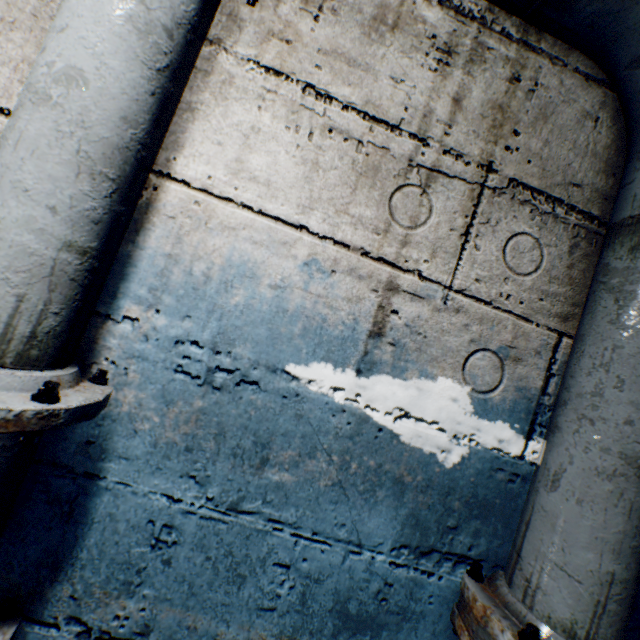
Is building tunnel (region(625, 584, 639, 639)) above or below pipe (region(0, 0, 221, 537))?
below

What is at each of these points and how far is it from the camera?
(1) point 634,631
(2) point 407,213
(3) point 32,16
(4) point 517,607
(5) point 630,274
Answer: (1) building tunnel, 0.8 meters
(2) building tunnel, 0.8 meters
(3) building tunnel, 0.7 meters
(4) pipe end, 0.7 meters
(5) pipe, 0.7 meters

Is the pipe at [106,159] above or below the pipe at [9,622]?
above

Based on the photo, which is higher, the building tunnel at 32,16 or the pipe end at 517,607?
the building tunnel at 32,16

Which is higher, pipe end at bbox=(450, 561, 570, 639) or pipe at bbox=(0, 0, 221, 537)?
pipe at bbox=(0, 0, 221, 537)

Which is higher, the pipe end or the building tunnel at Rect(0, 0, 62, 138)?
the building tunnel at Rect(0, 0, 62, 138)
